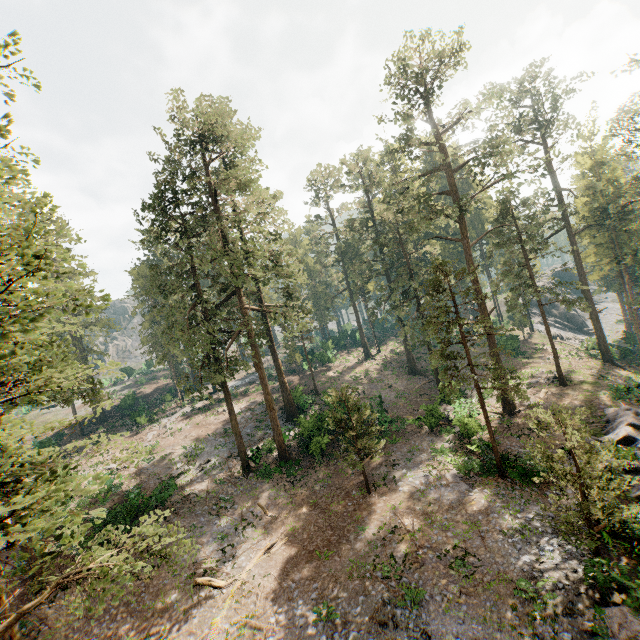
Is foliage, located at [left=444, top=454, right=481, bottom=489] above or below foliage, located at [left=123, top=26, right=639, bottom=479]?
below

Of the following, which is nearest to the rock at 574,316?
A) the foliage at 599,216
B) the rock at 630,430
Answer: the foliage at 599,216

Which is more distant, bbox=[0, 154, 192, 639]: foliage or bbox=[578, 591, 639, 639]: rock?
bbox=[578, 591, 639, 639]: rock

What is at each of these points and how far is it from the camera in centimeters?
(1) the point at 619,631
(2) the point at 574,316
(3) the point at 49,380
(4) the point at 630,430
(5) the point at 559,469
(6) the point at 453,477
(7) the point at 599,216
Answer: (1) rock, 1018cm
(2) rock, 5784cm
(3) foliage, 580cm
(4) rock, 2072cm
(5) foliage, 1205cm
(6) foliage, 2086cm
(7) foliage, 3828cm

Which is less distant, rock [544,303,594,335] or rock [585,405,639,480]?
rock [585,405,639,480]

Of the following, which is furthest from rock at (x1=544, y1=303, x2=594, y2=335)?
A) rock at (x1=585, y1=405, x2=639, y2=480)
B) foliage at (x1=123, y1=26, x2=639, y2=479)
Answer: rock at (x1=585, y1=405, x2=639, y2=480)

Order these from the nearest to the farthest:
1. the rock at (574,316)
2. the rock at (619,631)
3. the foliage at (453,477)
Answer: the rock at (619,631), the foliage at (453,477), the rock at (574,316)
